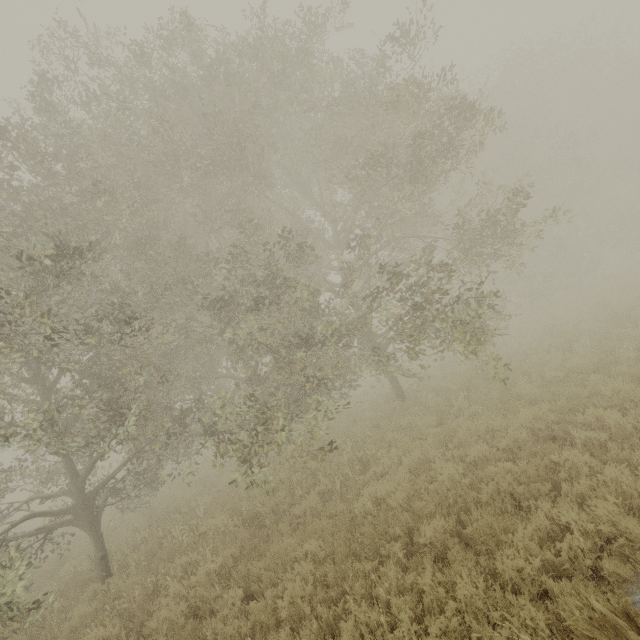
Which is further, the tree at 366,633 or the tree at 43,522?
the tree at 43,522

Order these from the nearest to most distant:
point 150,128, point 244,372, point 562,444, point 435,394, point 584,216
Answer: point 562,444 < point 244,372 < point 150,128 < point 435,394 < point 584,216

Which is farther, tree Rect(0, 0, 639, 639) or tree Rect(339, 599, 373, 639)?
tree Rect(0, 0, 639, 639)
